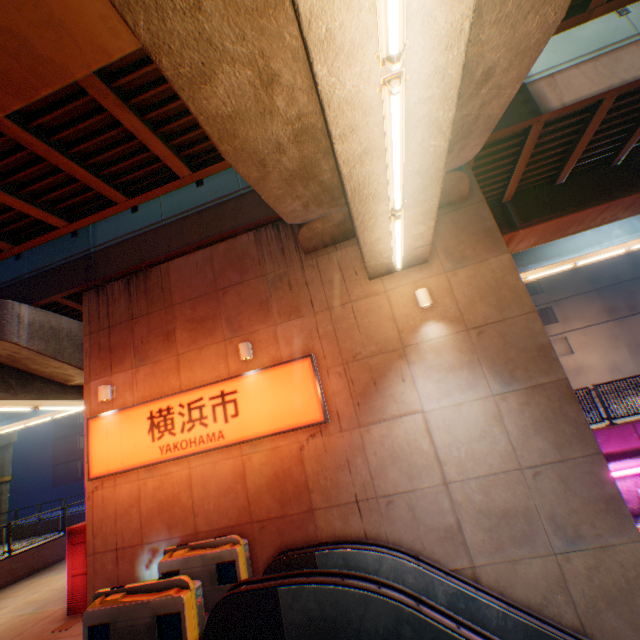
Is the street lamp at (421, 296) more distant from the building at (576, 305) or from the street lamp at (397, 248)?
the building at (576, 305)

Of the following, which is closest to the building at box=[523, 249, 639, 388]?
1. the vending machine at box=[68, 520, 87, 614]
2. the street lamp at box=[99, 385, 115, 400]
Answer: the vending machine at box=[68, 520, 87, 614]

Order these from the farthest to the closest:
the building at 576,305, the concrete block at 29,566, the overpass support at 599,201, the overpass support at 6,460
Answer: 1. the building at 576,305
2. the overpass support at 6,460
3. the concrete block at 29,566
4. the overpass support at 599,201

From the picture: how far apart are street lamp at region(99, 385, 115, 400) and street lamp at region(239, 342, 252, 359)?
4.1 meters

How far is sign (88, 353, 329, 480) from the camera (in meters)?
7.74

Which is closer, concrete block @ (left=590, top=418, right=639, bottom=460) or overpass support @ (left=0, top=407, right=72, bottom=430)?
A: concrete block @ (left=590, top=418, right=639, bottom=460)

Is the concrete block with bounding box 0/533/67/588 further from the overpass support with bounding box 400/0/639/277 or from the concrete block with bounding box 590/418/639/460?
the concrete block with bounding box 590/418/639/460

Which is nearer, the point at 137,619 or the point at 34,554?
the point at 137,619
